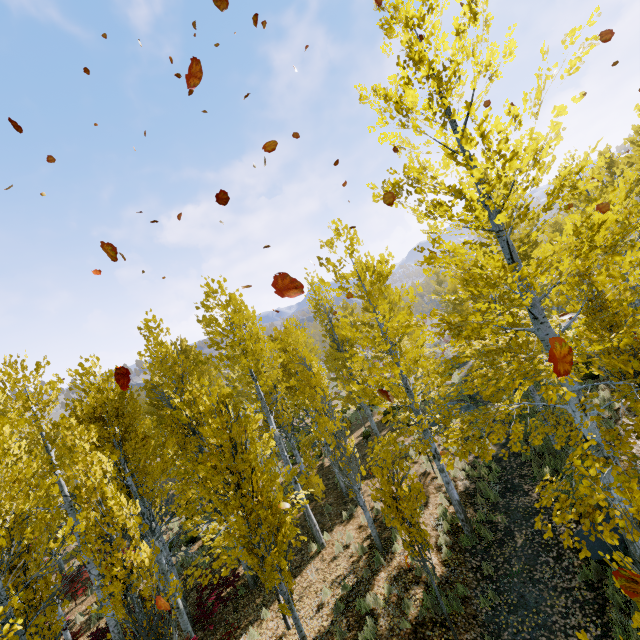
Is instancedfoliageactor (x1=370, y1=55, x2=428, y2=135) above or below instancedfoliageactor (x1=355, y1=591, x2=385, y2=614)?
above

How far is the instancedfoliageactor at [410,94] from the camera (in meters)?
5.37

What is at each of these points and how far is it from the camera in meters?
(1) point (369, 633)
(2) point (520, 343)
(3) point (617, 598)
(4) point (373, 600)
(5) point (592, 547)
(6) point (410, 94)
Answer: (1) instancedfoliageactor, 7.4 m
(2) instancedfoliageactor, 5.0 m
(3) instancedfoliageactor, 6.3 m
(4) instancedfoliageactor, 8.1 m
(5) rock, 7.5 m
(6) instancedfoliageactor, 5.4 m

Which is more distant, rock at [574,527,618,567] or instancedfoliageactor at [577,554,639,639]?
rock at [574,527,618,567]

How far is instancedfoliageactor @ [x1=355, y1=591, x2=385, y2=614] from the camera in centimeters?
805cm

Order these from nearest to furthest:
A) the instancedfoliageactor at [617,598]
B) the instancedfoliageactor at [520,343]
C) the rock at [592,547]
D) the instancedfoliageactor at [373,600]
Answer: the instancedfoliageactor at [617,598] → the instancedfoliageactor at [520,343] → the rock at [592,547] → the instancedfoliageactor at [373,600]

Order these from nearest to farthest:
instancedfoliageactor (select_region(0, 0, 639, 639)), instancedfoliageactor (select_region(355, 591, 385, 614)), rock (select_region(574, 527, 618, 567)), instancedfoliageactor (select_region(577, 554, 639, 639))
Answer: instancedfoliageactor (select_region(577, 554, 639, 639)), instancedfoliageactor (select_region(0, 0, 639, 639)), rock (select_region(574, 527, 618, 567)), instancedfoliageactor (select_region(355, 591, 385, 614))
